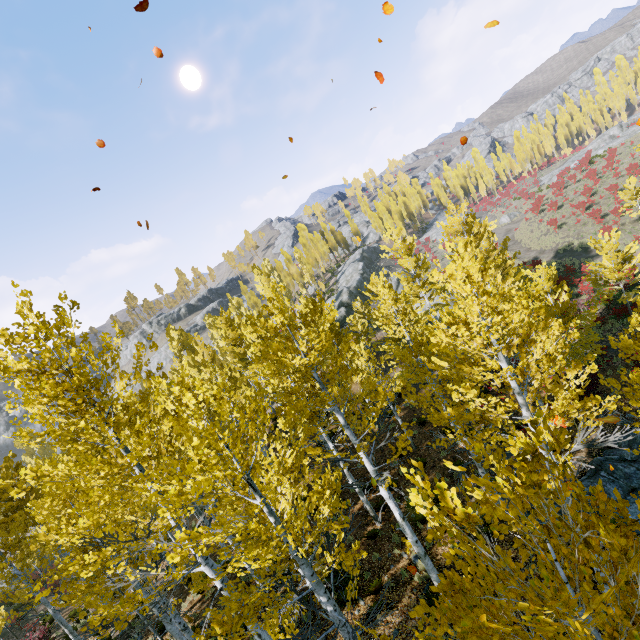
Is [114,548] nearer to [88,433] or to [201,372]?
[88,433]

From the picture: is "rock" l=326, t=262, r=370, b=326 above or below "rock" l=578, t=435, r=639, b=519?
above

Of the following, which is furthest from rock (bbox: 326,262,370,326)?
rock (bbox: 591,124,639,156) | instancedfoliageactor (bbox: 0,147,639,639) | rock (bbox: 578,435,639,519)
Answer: rock (bbox: 578,435,639,519)

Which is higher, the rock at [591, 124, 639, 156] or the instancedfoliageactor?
the instancedfoliageactor

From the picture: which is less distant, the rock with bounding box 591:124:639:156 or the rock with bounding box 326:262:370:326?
the rock with bounding box 326:262:370:326

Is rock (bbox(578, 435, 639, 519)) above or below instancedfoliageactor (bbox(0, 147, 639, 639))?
below

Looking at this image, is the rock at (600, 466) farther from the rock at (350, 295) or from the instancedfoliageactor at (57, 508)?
the rock at (350, 295)
